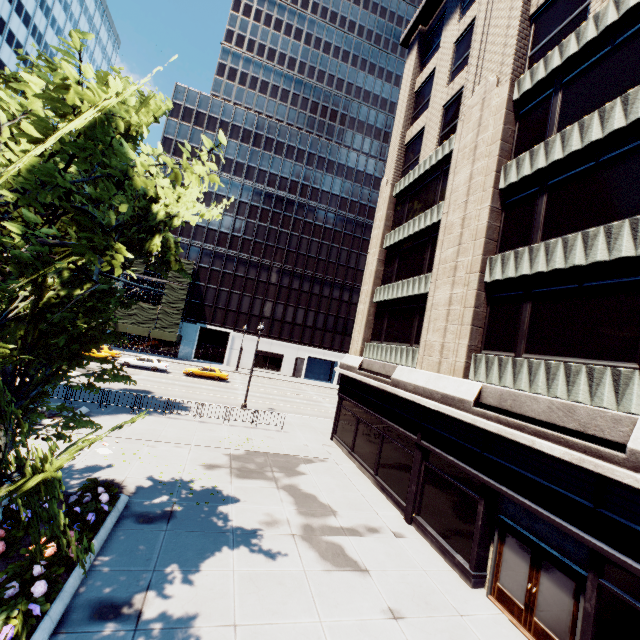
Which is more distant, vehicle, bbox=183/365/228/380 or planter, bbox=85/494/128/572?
vehicle, bbox=183/365/228/380

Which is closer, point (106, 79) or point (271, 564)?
point (106, 79)

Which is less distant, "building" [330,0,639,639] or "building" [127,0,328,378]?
"building" [330,0,639,639]

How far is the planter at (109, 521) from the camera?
8.0 meters

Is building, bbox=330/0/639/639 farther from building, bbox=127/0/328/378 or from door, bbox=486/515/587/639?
building, bbox=127/0/328/378

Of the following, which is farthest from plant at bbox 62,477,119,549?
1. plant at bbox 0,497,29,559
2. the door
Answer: the door

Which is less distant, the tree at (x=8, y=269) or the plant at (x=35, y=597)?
the tree at (x=8, y=269)

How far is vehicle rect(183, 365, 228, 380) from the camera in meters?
37.9
